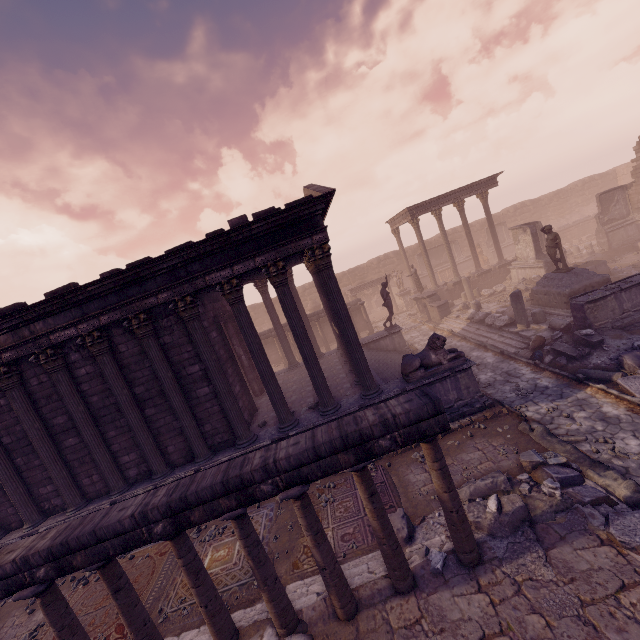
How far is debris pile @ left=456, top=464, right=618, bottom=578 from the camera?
5.2 meters

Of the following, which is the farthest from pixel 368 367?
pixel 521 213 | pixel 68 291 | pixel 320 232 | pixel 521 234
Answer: pixel 521 213

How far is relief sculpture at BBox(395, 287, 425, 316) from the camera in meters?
24.8 m

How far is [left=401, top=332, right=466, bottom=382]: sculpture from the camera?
9.90m

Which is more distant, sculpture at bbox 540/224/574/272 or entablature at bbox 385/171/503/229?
entablature at bbox 385/171/503/229

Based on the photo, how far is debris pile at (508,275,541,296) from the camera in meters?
19.2 m

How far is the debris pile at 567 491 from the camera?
5.19m

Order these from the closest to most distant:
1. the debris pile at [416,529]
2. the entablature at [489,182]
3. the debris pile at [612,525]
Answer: the debris pile at [612,525], the debris pile at [416,529], the entablature at [489,182]
